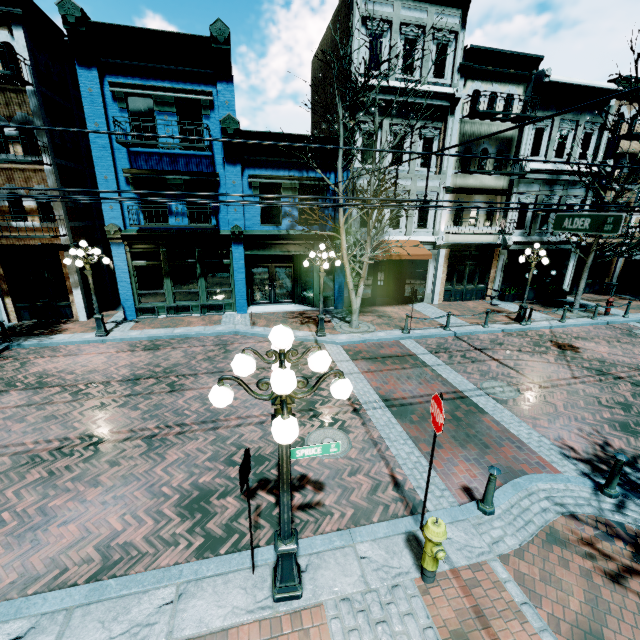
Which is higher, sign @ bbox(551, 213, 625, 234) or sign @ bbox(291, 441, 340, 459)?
sign @ bbox(551, 213, 625, 234)

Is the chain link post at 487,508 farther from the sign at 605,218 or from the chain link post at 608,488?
the sign at 605,218

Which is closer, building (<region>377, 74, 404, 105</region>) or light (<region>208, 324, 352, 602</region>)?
light (<region>208, 324, 352, 602</region>)

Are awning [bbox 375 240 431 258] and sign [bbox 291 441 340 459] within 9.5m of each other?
no

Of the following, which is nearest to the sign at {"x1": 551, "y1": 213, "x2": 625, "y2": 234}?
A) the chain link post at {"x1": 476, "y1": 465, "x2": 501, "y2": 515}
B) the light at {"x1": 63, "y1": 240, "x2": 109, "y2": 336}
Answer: the chain link post at {"x1": 476, "y1": 465, "x2": 501, "y2": 515}

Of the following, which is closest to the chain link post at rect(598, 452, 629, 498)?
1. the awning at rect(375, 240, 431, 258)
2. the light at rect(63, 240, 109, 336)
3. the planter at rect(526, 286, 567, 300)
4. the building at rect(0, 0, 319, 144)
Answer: the awning at rect(375, 240, 431, 258)

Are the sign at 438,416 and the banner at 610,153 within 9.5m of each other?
no

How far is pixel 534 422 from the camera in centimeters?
808cm
